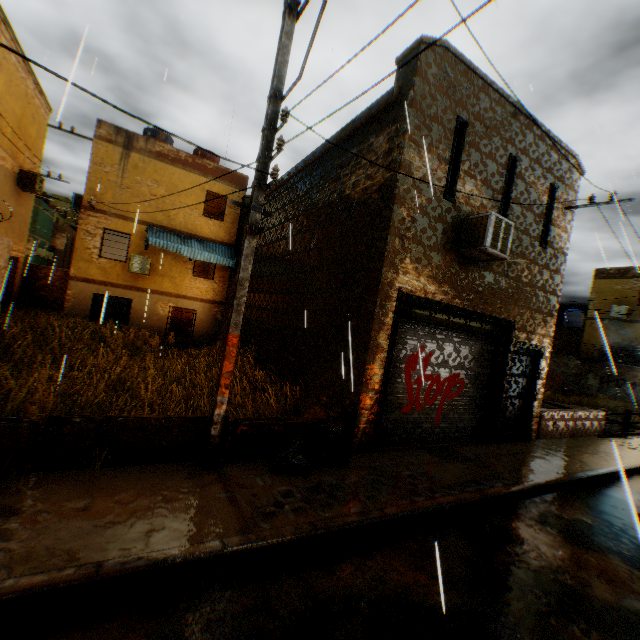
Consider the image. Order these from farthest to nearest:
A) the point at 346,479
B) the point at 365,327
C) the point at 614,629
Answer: the point at 365,327
the point at 346,479
the point at 614,629

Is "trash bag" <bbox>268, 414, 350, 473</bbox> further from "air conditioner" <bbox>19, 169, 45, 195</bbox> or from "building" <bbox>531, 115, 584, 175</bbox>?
"air conditioner" <bbox>19, 169, 45, 195</bbox>

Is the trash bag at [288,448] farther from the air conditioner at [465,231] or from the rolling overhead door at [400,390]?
the air conditioner at [465,231]

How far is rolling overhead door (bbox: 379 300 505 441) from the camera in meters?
7.2 m

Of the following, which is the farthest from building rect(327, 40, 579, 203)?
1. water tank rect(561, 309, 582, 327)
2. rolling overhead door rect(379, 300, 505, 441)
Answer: water tank rect(561, 309, 582, 327)

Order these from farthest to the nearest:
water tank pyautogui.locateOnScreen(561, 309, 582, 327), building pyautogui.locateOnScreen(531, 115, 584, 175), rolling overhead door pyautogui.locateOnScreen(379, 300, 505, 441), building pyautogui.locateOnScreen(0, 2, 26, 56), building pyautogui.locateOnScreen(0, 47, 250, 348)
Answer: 1. water tank pyautogui.locateOnScreen(561, 309, 582, 327)
2. building pyautogui.locateOnScreen(0, 47, 250, 348)
3. building pyautogui.locateOnScreen(0, 2, 26, 56)
4. building pyautogui.locateOnScreen(531, 115, 584, 175)
5. rolling overhead door pyautogui.locateOnScreen(379, 300, 505, 441)

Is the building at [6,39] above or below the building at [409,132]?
above
